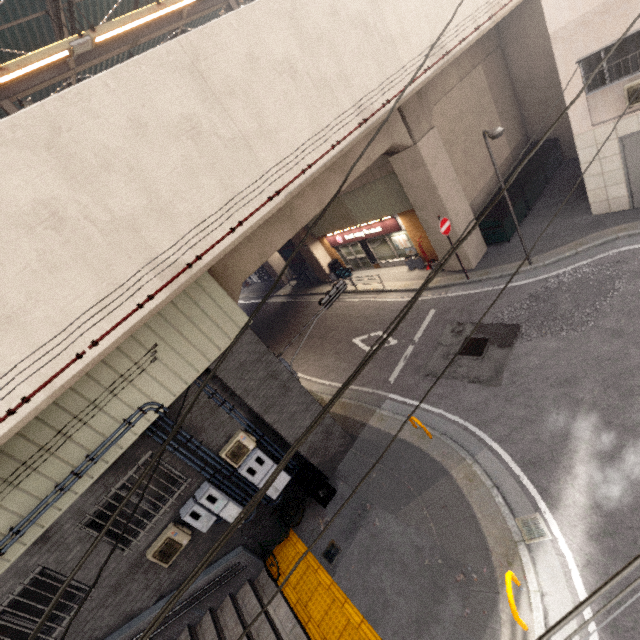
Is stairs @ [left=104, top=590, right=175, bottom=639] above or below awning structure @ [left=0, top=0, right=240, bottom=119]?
below

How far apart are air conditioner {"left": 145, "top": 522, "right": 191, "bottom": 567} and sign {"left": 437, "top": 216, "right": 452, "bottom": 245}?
11.9m

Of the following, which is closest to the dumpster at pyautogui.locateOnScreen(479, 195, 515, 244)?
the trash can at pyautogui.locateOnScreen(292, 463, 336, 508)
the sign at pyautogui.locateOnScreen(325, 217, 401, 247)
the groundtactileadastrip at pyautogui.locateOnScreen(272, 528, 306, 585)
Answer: the sign at pyautogui.locateOnScreen(325, 217, 401, 247)

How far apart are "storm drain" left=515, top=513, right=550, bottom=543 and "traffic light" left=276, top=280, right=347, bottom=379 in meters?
5.8

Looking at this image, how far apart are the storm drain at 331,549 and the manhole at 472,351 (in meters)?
5.46

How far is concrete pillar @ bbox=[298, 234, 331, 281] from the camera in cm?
2059

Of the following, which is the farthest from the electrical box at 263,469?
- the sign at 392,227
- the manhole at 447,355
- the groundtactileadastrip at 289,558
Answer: the sign at 392,227

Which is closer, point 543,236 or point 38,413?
point 38,413
